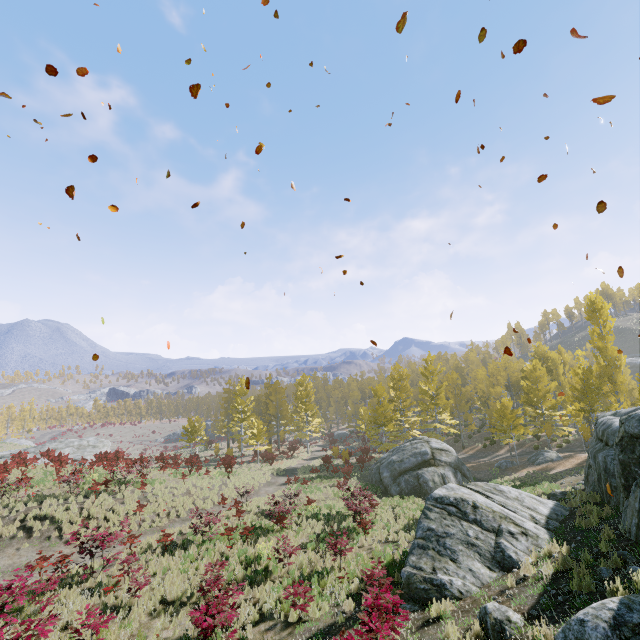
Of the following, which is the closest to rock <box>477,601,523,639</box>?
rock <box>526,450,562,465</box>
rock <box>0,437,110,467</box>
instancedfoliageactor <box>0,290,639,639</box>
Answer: instancedfoliageactor <box>0,290,639,639</box>

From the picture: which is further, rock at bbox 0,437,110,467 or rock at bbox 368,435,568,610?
rock at bbox 0,437,110,467

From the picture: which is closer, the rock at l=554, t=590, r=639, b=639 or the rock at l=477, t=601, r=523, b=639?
the rock at l=554, t=590, r=639, b=639

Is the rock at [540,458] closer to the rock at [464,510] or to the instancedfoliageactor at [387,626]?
the instancedfoliageactor at [387,626]

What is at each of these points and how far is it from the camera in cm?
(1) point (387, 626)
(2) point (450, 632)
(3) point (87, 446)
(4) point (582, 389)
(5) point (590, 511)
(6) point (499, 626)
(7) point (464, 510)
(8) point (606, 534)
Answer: (1) instancedfoliageactor, 620
(2) instancedfoliageactor, 674
(3) rock, 3922
(4) instancedfoliageactor, 2486
(5) instancedfoliageactor, 1097
(6) rock, 620
(7) rock, 1111
(8) instancedfoliageactor, 839

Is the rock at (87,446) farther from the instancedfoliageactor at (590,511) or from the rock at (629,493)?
the rock at (629,493)

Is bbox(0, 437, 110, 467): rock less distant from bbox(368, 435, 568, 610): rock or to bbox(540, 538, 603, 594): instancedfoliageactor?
bbox(540, 538, 603, 594): instancedfoliageactor
